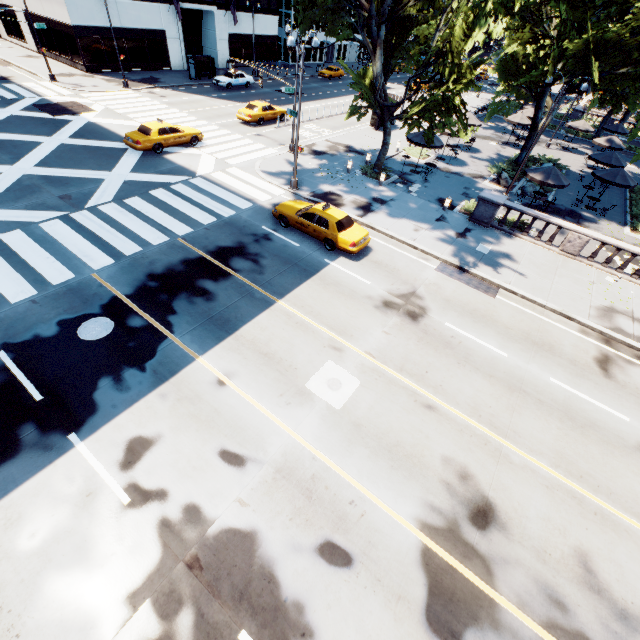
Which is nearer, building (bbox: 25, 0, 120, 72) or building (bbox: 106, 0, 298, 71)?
building (bbox: 25, 0, 120, 72)

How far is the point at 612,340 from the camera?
13.70m

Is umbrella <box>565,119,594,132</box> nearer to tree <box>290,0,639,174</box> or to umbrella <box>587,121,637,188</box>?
tree <box>290,0,639,174</box>

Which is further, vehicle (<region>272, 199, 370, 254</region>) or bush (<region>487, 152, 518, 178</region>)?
bush (<region>487, 152, 518, 178</region>)

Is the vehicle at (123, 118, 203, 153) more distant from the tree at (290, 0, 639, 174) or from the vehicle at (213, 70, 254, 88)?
the vehicle at (213, 70, 254, 88)

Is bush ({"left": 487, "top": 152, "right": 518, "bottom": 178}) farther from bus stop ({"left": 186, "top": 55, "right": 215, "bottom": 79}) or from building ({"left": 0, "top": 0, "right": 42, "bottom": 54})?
building ({"left": 0, "top": 0, "right": 42, "bottom": 54})

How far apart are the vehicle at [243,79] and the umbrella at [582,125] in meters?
36.6

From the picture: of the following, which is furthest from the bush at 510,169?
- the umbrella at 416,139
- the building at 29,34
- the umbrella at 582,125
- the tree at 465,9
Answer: the building at 29,34
